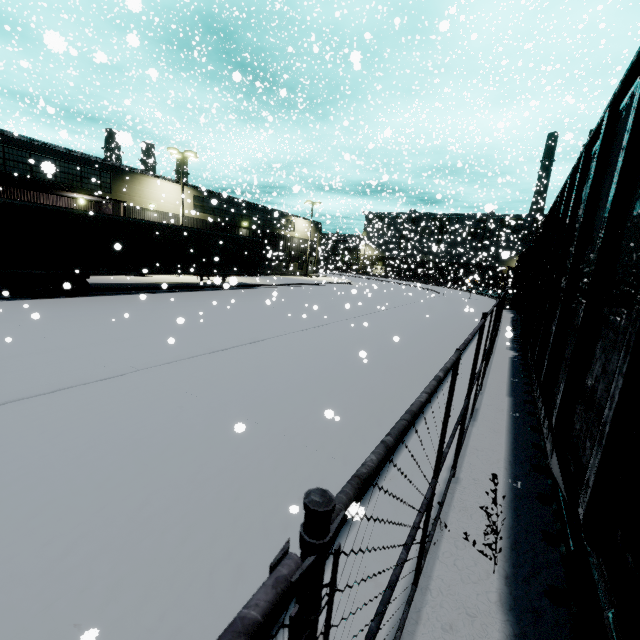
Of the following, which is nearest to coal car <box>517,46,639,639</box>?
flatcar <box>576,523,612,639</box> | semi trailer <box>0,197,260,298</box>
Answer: flatcar <box>576,523,612,639</box>

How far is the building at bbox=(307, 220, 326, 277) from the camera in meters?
45.8 m

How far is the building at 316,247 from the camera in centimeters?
4578cm

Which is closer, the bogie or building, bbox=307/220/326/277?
the bogie

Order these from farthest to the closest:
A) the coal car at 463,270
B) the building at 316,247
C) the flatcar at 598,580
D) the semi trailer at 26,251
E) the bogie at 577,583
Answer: the building at 316,247
the coal car at 463,270
the semi trailer at 26,251
the bogie at 577,583
the flatcar at 598,580

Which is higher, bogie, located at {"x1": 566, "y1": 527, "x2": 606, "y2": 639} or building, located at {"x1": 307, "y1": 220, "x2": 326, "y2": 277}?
building, located at {"x1": 307, "y1": 220, "x2": 326, "y2": 277}

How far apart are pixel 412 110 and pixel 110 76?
38.55m

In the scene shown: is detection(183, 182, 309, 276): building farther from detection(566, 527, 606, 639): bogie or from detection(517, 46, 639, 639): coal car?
detection(566, 527, 606, 639): bogie
